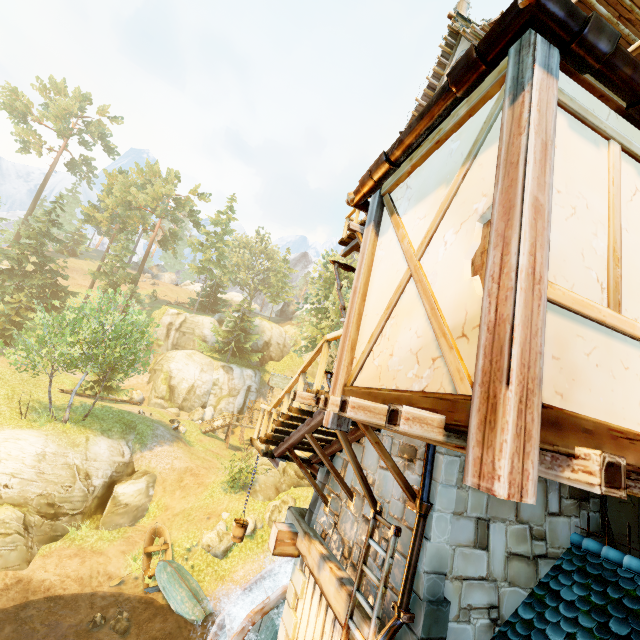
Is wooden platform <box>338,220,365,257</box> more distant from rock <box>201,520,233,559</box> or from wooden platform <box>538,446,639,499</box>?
rock <box>201,520,233,559</box>

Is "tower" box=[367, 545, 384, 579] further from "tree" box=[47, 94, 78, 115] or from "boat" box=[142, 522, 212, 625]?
"tree" box=[47, 94, 78, 115]

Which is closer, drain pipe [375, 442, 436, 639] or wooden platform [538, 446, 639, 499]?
wooden platform [538, 446, 639, 499]

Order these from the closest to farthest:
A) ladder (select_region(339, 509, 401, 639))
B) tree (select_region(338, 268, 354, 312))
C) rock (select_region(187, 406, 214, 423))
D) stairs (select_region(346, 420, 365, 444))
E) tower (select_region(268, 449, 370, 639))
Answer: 1. ladder (select_region(339, 509, 401, 639))
2. tower (select_region(268, 449, 370, 639))
3. stairs (select_region(346, 420, 365, 444))
4. tree (select_region(338, 268, 354, 312))
5. rock (select_region(187, 406, 214, 423))

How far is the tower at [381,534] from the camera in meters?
4.9 m

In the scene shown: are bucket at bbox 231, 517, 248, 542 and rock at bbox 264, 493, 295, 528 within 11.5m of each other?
no

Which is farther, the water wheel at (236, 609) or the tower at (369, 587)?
the water wheel at (236, 609)

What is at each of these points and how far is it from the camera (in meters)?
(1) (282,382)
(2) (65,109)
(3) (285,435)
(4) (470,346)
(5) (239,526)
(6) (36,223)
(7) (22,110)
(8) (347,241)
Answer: (1) building, 39.47
(2) tree, 58.66
(3) stairs, 6.51
(4) building, 2.14
(5) bucket, 8.45
(6) tree, 56.50
(7) tree, 55.41
(8) wooden platform, 9.59
